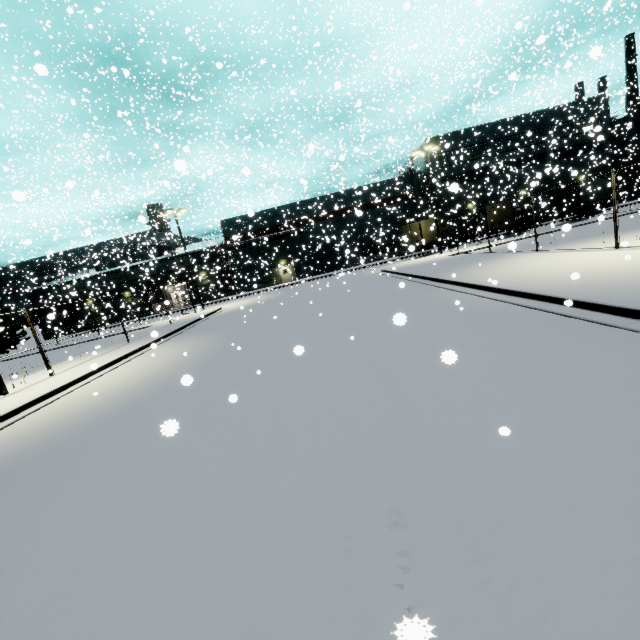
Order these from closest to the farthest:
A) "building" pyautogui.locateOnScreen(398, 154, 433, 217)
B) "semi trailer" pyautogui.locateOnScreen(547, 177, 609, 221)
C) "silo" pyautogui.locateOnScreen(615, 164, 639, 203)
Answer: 1. "semi trailer" pyautogui.locateOnScreen(547, 177, 609, 221)
2. "silo" pyautogui.locateOnScreen(615, 164, 639, 203)
3. "building" pyautogui.locateOnScreen(398, 154, 433, 217)

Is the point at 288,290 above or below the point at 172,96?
below

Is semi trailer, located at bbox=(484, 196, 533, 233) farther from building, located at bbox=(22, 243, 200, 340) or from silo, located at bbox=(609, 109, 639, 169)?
building, located at bbox=(22, 243, 200, 340)

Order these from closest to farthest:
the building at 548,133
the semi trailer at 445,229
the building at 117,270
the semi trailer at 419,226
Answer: the semi trailer at 419,226
the building at 548,133
the semi trailer at 445,229
the building at 117,270

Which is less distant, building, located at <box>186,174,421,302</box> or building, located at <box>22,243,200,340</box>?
building, located at <box>22,243,200,340</box>

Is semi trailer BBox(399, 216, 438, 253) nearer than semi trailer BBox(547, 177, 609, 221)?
Yes

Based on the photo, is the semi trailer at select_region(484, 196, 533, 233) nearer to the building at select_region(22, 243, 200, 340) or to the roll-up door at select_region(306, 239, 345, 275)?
the building at select_region(22, 243, 200, 340)

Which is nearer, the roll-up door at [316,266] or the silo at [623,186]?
the silo at [623,186]
